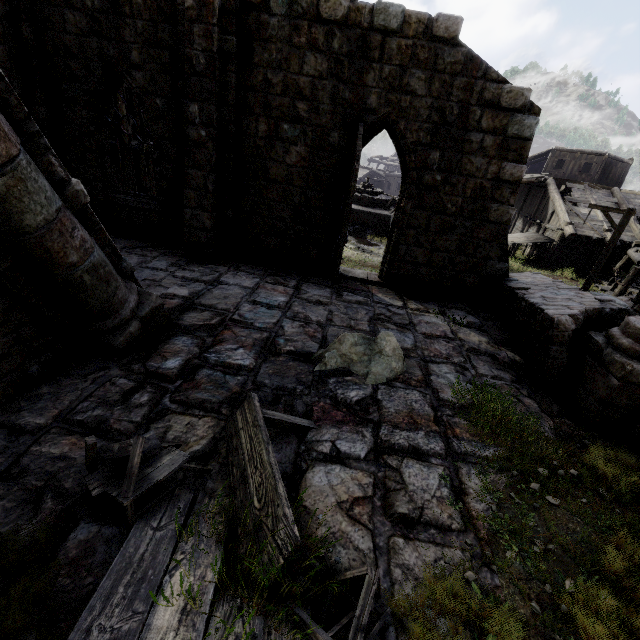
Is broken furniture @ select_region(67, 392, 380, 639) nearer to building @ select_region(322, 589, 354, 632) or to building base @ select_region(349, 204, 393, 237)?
building @ select_region(322, 589, 354, 632)

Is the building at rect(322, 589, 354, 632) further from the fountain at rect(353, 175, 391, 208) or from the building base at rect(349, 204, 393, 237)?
the fountain at rect(353, 175, 391, 208)

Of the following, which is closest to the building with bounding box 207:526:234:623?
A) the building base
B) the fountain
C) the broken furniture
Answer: the broken furniture

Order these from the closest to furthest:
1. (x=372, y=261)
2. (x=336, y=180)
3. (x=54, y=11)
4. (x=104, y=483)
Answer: (x=104, y=483)
(x=54, y=11)
(x=336, y=180)
(x=372, y=261)

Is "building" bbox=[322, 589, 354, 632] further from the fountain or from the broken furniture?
the fountain

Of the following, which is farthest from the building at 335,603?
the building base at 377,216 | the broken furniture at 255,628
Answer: the building base at 377,216
